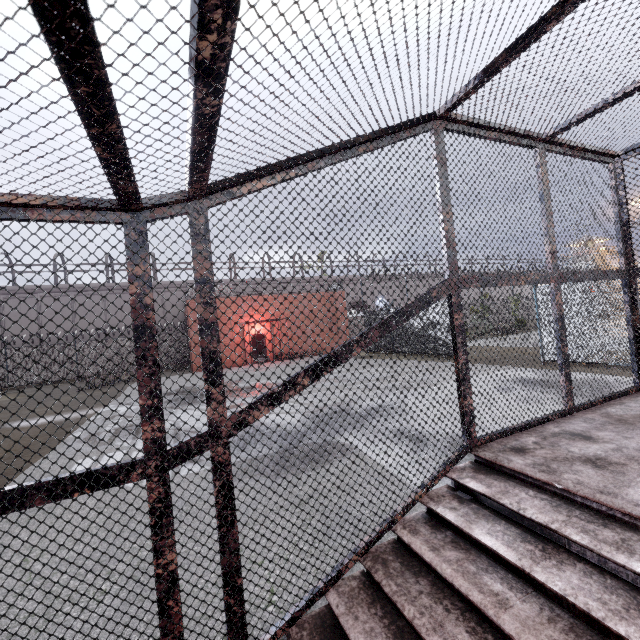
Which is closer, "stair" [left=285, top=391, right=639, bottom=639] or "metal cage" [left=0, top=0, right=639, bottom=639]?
"metal cage" [left=0, top=0, right=639, bottom=639]

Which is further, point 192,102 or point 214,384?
point 214,384

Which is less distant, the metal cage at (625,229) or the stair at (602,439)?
the metal cage at (625,229)
